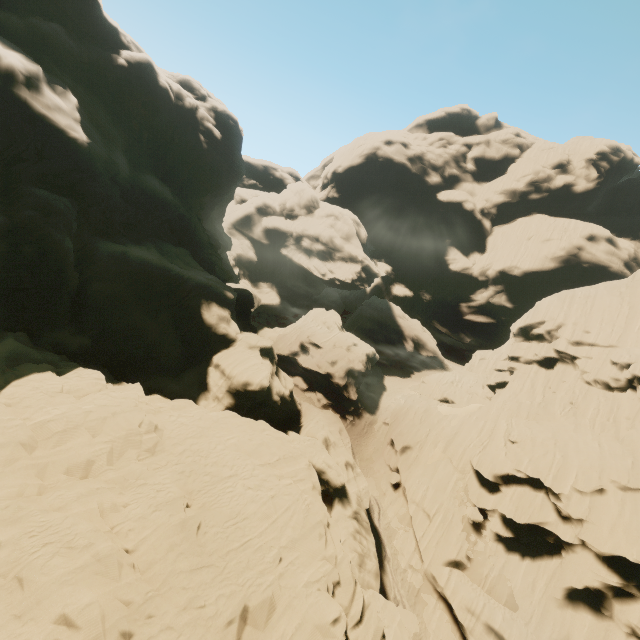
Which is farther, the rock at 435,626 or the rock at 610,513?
the rock at 435,626

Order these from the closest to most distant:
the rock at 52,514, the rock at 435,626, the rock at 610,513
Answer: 1. the rock at 52,514
2. the rock at 610,513
3. the rock at 435,626

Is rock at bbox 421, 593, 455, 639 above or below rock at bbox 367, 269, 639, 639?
below

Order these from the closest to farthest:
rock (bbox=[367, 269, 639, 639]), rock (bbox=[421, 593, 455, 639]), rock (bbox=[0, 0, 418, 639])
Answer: rock (bbox=[0, 0, 418, 639]), rock (bbox=[367, 269, 639, 639]), rock (bbox=[421, 593, 455, 639])

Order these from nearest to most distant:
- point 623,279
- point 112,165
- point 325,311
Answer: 1. point 112,165
2. point 623,279
3. point 325,311

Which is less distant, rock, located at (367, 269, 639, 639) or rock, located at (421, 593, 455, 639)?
rock, located at (367, 269, 639, 639)
